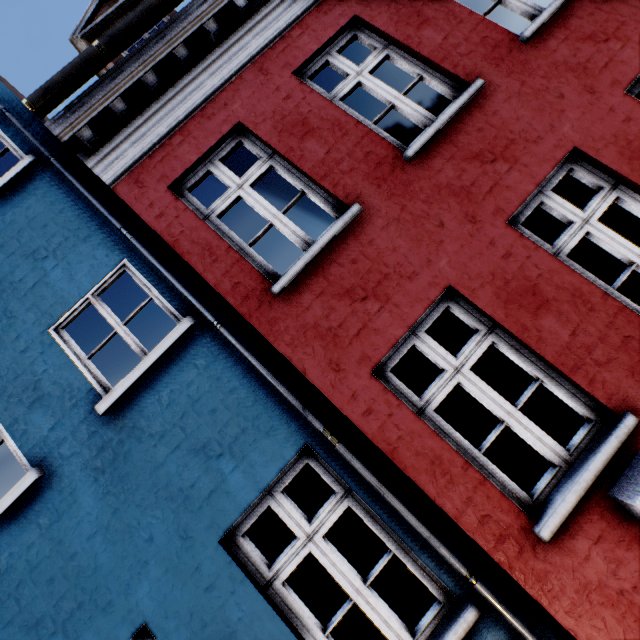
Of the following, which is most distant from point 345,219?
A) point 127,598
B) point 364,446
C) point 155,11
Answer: point 127,598
